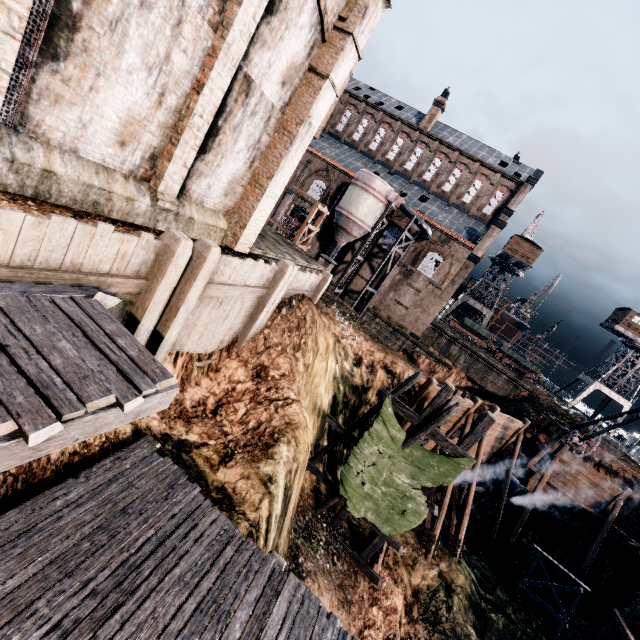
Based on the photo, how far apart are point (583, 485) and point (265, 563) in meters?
27.2

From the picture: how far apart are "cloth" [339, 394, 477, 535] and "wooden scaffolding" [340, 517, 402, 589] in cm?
1

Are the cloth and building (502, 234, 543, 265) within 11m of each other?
no

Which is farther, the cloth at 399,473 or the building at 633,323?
the building at 633,323

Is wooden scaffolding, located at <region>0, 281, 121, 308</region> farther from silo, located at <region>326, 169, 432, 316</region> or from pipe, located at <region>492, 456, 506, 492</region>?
silo, located at <region>326, 169, 432, 316</region>

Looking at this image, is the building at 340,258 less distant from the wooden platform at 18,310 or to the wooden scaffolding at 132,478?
the wooden scaffolding at 132,478

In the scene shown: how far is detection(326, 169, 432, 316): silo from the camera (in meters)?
35.28

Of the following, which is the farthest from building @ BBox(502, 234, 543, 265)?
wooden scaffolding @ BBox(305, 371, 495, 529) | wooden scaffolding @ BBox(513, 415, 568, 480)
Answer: wooden scaffolding @ BBox(305, 371, 495, 529)
